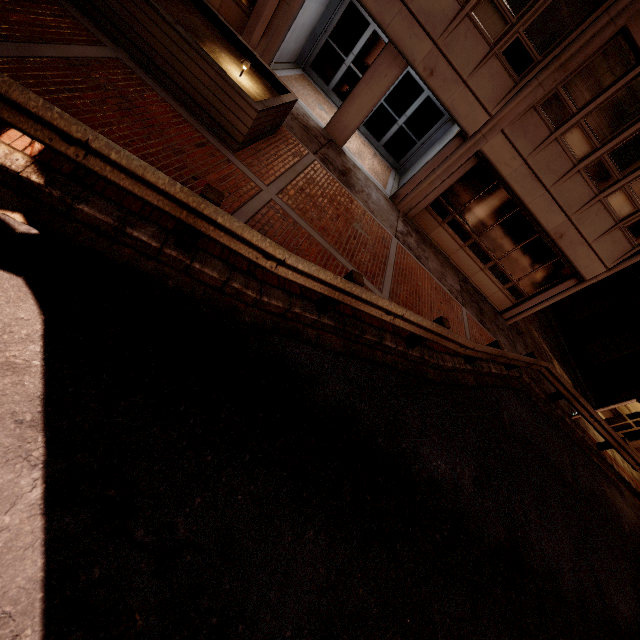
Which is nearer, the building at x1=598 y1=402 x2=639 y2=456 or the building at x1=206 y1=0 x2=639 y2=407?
the building at x1=206 y1=0 x2=639 y2=407

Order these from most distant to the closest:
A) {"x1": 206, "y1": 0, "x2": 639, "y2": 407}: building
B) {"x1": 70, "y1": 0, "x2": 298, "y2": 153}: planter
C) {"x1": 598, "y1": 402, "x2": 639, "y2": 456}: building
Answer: {"x1": 598, "y1": 402, "x2": 639, "y2": 456}: building
{"x1": 206, "y1": 0, "x2": 639, "y2": 407}: building
{"x1": 70, "y1": 0, "x2": 298, "y2": 153}: planter

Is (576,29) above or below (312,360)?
above

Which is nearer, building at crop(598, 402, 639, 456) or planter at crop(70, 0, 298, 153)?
planter at crop(70, 0, 298, 153)

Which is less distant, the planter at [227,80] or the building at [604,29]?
the planter at [227,80]

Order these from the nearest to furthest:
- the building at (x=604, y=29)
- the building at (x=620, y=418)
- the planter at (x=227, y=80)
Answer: the planter at (x=227, y=80) < the building at (x=604, y=29) < the building at (x=620, y=418)
